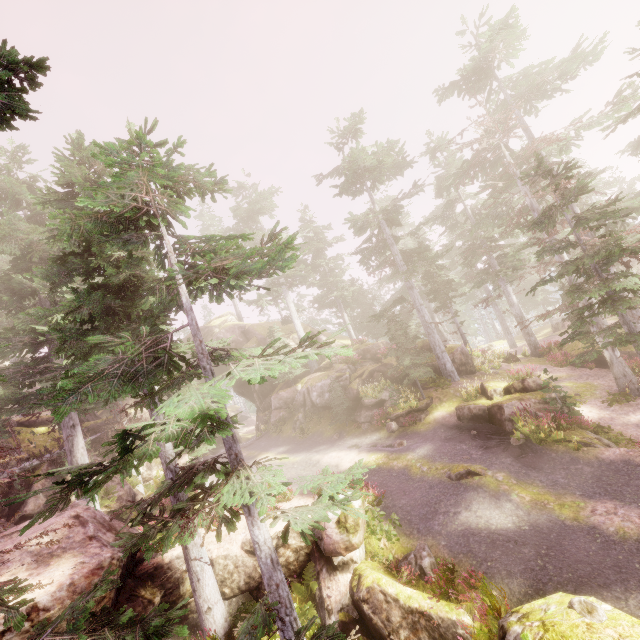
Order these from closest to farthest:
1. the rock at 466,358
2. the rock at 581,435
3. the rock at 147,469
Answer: the rock at 581,435 → the rock at 466,358 → the rock at 147,469

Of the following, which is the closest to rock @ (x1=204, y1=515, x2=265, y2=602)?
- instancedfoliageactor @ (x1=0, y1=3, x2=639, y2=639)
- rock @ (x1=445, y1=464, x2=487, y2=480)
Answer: instancedfoliageactor @ (x1=0, y1=3, x2=639, y2=639)

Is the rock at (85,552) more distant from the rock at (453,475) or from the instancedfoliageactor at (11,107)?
the rock at (453,475)

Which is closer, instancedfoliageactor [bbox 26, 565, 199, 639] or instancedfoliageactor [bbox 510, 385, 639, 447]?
instancedfoliageactor [bbox 26, 565, 199, 639]

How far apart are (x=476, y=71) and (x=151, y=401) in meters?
29.6 m

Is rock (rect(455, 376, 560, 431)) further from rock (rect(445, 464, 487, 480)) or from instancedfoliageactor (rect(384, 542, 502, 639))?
rock (rect(445, 464, 487, 480))

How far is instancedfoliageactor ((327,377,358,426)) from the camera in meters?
22.8
